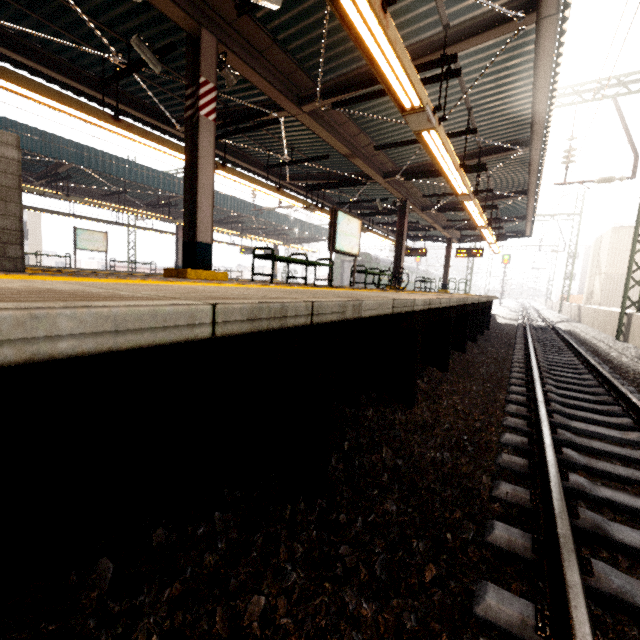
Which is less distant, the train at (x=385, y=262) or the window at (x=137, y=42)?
the window at (x=137, y=42)

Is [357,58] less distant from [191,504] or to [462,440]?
[462,440]

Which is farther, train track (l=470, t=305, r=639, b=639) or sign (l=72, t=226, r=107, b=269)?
sign (l=72, t=226, r=107, b=269)

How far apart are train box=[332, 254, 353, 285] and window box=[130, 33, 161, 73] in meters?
24.9 m

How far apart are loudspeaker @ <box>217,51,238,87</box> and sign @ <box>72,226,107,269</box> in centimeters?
1511cm

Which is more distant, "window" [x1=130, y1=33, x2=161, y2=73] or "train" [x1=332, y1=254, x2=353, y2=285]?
"train" [x1=332, y1=254, x2=353, y2=285]

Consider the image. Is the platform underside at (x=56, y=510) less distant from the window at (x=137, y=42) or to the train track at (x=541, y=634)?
the train track at (x=541, y=634)
